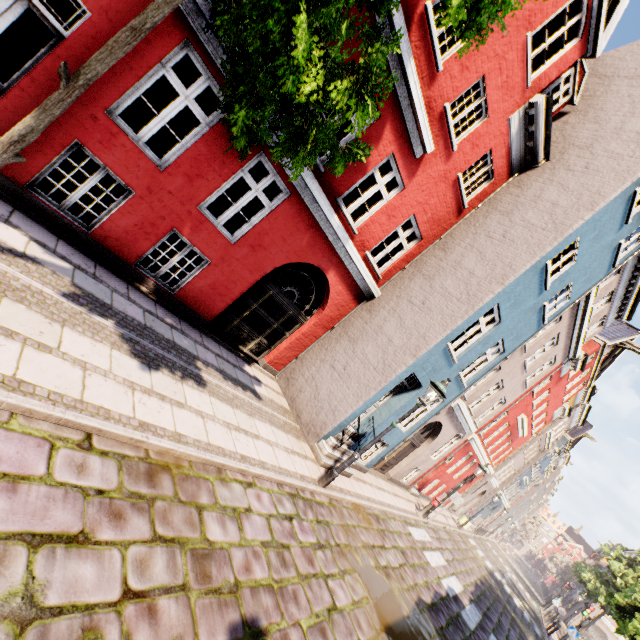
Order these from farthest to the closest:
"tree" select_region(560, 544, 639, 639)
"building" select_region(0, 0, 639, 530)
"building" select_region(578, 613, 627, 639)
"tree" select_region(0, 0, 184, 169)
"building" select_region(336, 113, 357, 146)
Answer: "building" select_region(578, 613, 627, 639) < "tree" select_region(560, 544, 639, 639) < "building" select_region(336, 113, 357, 146) < "building" select_region(0, 0, 639, 530) < "tree" select_region(0, 0, 184, 169)

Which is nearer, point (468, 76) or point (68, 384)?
point (68, 384)

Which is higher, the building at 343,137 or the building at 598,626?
the building at 343,137

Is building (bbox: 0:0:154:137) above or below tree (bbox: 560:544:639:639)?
below

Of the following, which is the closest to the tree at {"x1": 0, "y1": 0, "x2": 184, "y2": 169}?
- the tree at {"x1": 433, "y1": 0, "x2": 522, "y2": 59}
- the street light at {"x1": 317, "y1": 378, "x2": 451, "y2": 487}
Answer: the tree at {"x1": 433, "y1": 0, "x2": 522, "y2": 59}

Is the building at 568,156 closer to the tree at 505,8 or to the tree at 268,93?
the tree at 268,93

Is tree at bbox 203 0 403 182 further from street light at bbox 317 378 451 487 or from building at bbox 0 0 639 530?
street light at bbox 317 378 451 487
